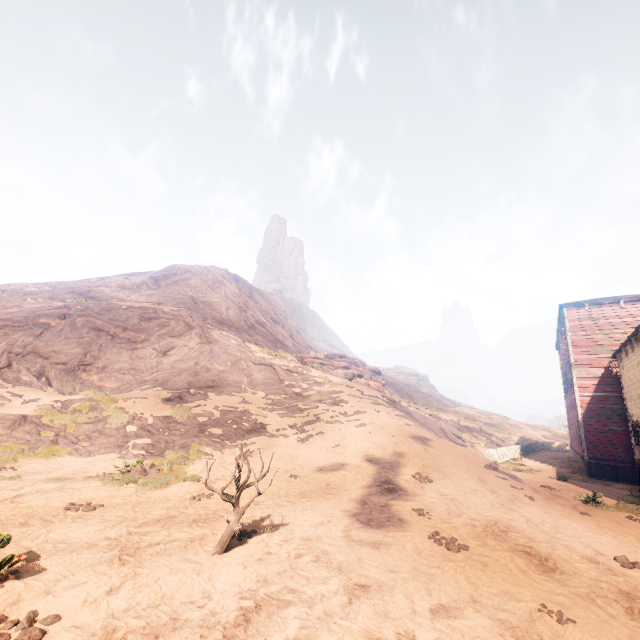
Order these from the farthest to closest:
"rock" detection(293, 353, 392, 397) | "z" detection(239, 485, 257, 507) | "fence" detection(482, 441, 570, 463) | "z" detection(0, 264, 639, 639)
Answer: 1. "rock" detection(293, 353, 392, 397)
2. "fence" detection(482, 441, 570, 463)
3. "z" detection(239, 485, 257, 507)
4. "z" detection(0, 264, 639, 639)

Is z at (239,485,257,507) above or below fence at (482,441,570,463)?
below

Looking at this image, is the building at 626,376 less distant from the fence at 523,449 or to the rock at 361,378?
the fence at 523,449

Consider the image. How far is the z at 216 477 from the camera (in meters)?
10.65

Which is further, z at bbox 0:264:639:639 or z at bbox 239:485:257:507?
z at bbox 239:485:257:507

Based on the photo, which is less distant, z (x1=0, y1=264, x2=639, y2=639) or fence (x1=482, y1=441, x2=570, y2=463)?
z (x1=0, y1=264, x2=639, y2=639)

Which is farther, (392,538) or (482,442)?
(482,442)

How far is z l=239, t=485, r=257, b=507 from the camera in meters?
9.1
